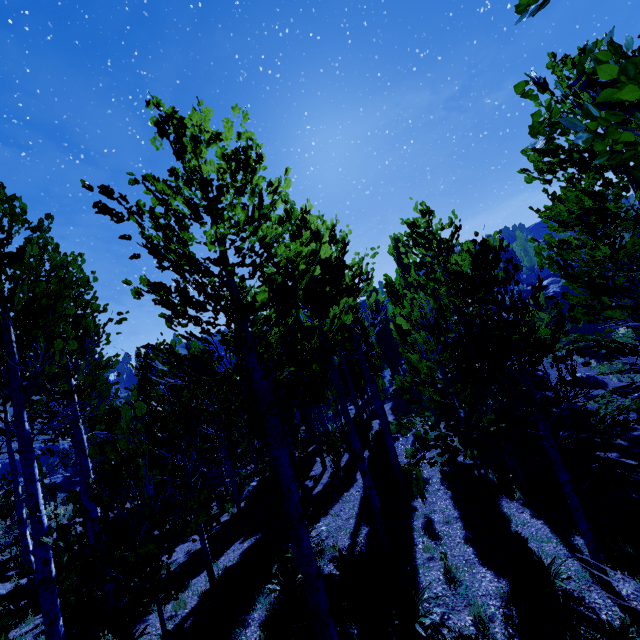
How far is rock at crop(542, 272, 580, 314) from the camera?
34.51m

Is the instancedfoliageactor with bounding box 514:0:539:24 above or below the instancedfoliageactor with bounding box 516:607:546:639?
above

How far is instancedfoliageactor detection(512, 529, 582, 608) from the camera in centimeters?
560cm

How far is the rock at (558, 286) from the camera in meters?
34.5

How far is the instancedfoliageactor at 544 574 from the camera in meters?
5.6 m

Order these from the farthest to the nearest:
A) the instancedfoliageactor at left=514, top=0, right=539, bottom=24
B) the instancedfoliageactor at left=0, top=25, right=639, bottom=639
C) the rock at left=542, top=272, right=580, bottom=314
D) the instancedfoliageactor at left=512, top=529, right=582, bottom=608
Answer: the rock at left=542, top=272, right=580, bottom=314 < the instancedfoliageactor at left=512, top=529, right=582, bottom=608 < the instancedfoliageactor at left=0, top=25, right=639, bottom=639 < the instancedfoliageactor at left=514, top=0, right=539, bottom=24

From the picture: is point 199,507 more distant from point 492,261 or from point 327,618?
point 492,261

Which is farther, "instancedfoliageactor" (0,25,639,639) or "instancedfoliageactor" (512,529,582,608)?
"instancedfoliageactor" (512,529,582,608)
